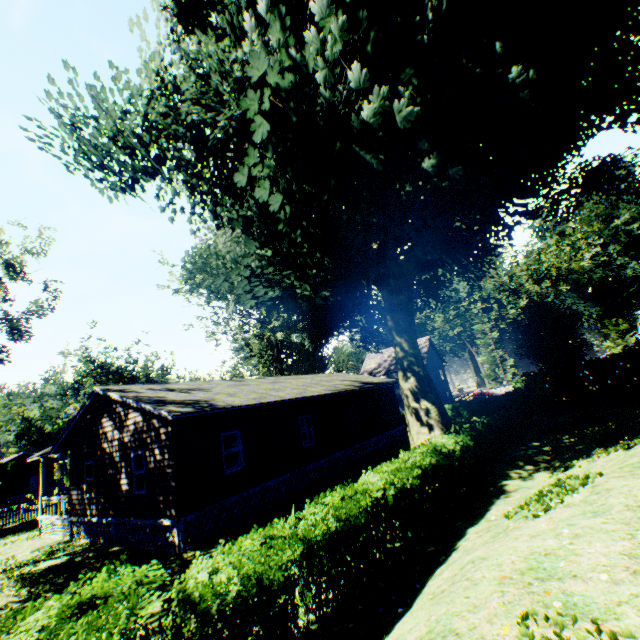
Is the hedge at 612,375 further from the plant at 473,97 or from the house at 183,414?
the house at 183,414

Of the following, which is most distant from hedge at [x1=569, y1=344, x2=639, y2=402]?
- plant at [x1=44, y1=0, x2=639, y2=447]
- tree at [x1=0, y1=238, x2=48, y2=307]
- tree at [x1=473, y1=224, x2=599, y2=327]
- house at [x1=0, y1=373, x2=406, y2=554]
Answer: tree at [x1=473, y1=224, x2=599, y2=327]

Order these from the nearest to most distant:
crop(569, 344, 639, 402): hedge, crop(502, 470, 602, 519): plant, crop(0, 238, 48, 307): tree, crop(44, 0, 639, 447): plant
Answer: crop(502, 470, 602, 519): plant
crop(44, 0, 639, 447): plant
crop(0, 238, 48, 307): tree
crop(569, 344, 639, 402): hedge

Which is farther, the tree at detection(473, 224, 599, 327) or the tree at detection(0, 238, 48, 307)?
the tree at detection(473, 224, 599, 327)

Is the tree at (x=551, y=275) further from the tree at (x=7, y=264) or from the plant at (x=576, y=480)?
the tree at (x=7, y=264)

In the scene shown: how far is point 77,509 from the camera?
15.99m

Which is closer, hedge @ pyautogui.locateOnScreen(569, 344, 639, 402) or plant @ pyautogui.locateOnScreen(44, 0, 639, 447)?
plant @ pyautogui.locateOnScreen(44, 0, 639, 447)

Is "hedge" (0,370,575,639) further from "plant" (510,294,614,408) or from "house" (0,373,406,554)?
"house" (0,373,406,554)
